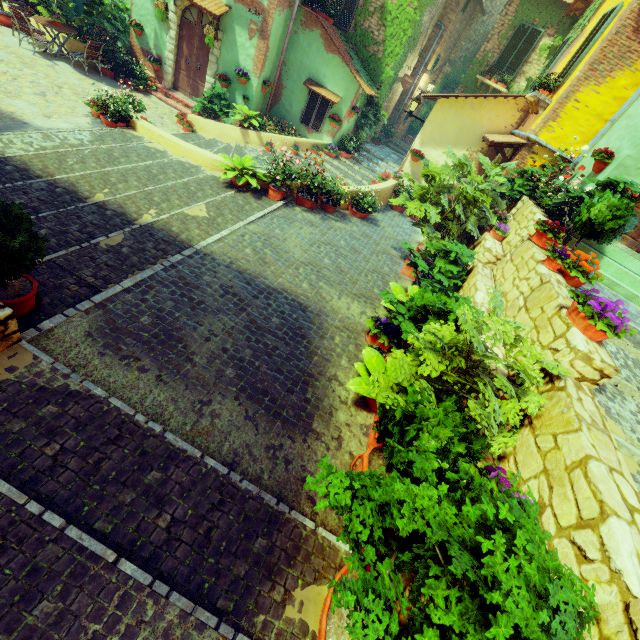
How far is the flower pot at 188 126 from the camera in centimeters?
1125cm

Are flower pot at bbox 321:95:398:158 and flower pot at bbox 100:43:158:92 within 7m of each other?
no

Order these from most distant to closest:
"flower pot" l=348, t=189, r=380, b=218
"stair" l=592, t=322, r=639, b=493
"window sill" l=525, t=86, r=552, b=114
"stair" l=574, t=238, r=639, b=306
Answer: "flower pot" l=348, t=189, r=380, b=218 < "window sill" l=525, t=86, r=552, b=114 < "stair" l=574, t=238, r=639, b=306 < "stair" l=592, t=322, r=639, b=493

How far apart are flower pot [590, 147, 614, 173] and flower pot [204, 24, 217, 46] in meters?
10.8 m

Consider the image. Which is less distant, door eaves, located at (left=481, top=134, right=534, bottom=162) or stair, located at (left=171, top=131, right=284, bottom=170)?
door eaves, located at (left=481, top=134, right=534, bottom=162)

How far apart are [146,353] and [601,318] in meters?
5.1 m

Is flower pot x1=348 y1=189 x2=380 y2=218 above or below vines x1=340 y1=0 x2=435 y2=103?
below

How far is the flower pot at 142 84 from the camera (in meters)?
11.59
